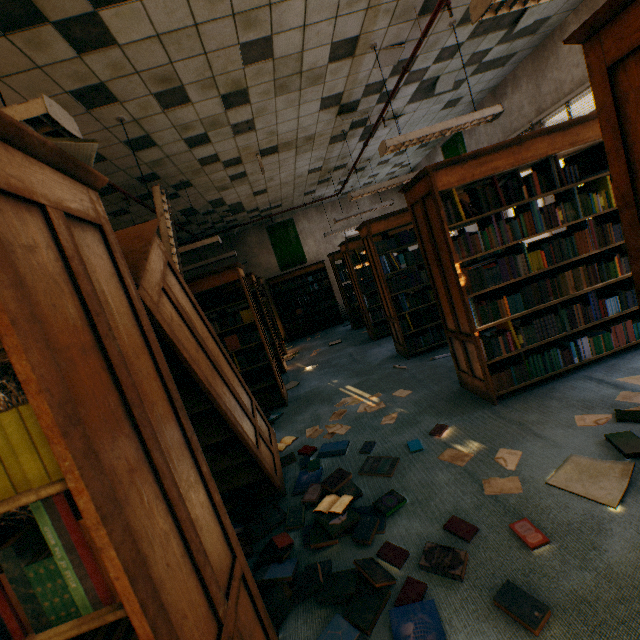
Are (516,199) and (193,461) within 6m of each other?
yes

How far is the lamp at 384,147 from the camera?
3.78m

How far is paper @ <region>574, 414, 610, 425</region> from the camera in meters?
2.3

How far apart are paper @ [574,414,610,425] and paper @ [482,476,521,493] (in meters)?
0.54

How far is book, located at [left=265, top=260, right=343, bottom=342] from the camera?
10.6m

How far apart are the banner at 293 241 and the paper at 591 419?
9.20m

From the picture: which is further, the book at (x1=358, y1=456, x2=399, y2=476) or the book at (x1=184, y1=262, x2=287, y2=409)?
the book at (x1=184, y1=262, x2=287, y2=409)

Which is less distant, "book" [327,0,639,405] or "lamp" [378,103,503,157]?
"book" [327,0,639,405]
